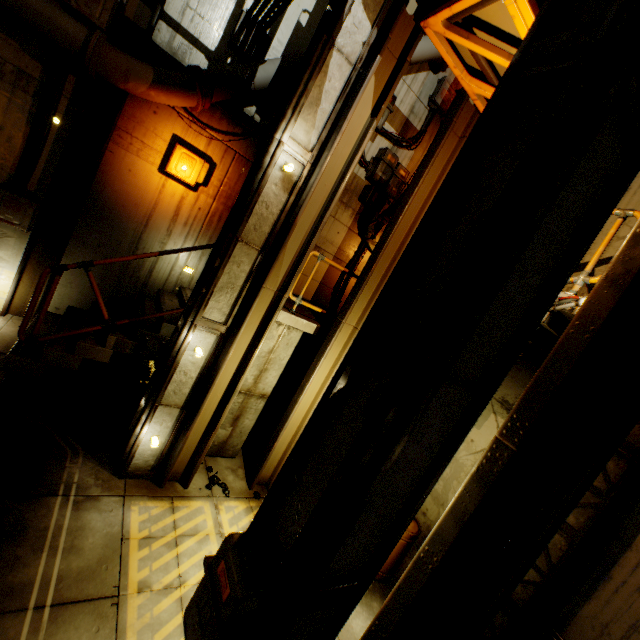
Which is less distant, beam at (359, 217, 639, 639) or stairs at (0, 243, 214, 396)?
beam at (359, 217, 639, 639)

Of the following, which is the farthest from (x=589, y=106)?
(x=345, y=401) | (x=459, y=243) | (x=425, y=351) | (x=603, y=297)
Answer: (x=603, y=297)

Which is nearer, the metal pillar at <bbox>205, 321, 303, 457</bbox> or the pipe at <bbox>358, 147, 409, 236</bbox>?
the metal pillar at <bbox>205, 321, 303, 457</bbox>

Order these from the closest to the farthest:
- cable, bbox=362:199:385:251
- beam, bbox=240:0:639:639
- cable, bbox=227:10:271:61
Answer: beam, bbox=240:0:639:639, cable, bbox=227:10:271:61, cable, bbox=362:199:385:251

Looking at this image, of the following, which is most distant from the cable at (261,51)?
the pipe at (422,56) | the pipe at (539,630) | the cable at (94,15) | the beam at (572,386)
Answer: the pipe at (539,630)

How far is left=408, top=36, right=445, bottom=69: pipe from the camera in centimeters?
713cm

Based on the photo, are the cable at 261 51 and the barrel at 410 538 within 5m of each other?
no

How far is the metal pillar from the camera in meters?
6.6
